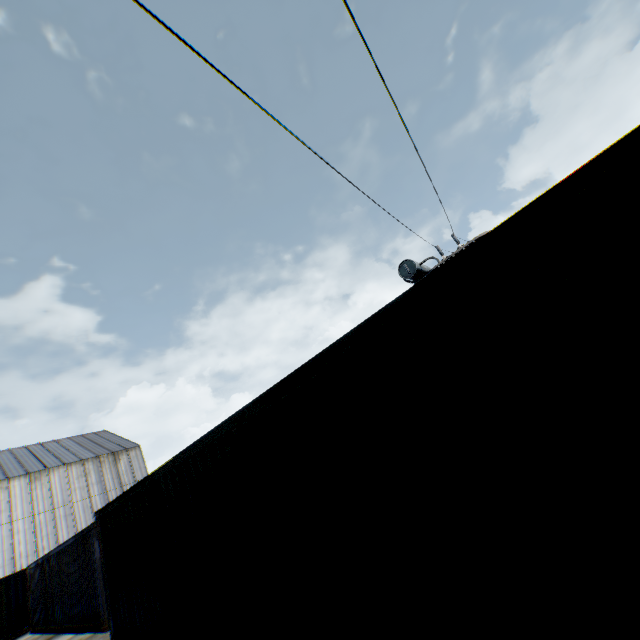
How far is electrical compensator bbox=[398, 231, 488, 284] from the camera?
11.72m

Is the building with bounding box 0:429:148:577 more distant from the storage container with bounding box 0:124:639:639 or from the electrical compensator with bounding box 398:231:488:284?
the electrical compensator with bounding box 398:231:488:284

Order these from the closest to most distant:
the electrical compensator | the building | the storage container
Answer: the storage container → the electrical compensator → the building

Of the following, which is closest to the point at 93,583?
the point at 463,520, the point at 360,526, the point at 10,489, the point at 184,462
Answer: the point at 184,462

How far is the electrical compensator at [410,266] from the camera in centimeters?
1172cm

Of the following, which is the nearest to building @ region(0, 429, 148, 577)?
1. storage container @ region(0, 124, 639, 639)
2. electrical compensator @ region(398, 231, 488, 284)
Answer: storage container @ region(0, 124, 639, 639)

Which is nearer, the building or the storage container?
the storage container

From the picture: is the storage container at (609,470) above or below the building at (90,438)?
below
